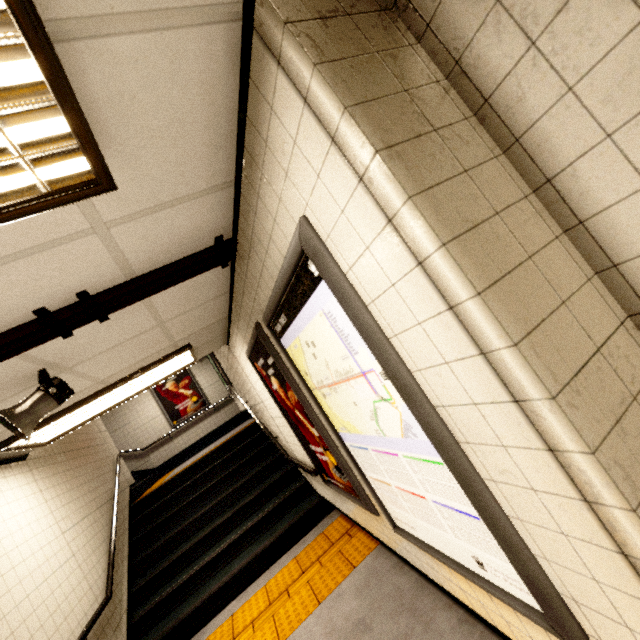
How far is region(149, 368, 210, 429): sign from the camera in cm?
1012

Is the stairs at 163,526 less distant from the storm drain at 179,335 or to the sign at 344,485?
the storm drain at 179,335

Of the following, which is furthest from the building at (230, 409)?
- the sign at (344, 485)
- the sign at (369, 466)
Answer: the sign at (369, 466)

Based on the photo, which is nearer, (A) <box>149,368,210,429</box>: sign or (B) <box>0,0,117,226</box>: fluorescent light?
(B) <box>0,0,117,226</box>: fluorescent light

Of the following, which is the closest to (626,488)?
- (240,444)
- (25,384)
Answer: (25,384)

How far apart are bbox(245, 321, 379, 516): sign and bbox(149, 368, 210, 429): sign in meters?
7.6

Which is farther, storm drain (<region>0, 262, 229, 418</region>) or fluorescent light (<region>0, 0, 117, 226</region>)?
storm drain (<region>0, 262, 229, 418</region>)

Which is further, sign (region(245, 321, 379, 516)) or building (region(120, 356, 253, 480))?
building (region(120, 356, 253, 480))
